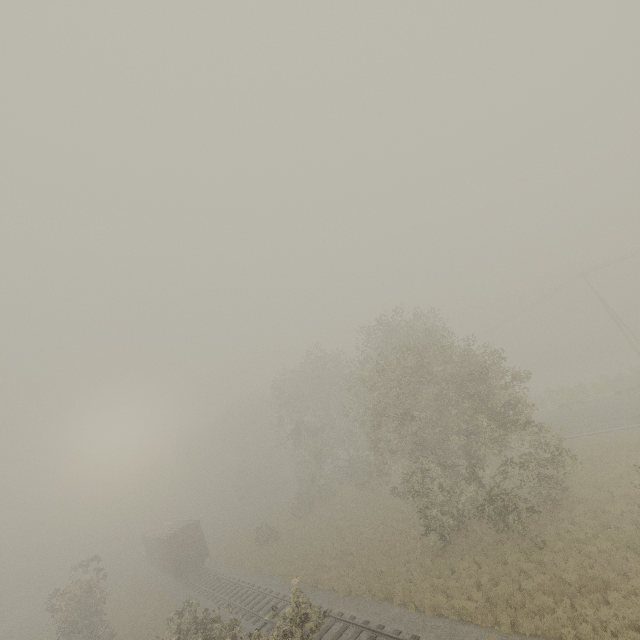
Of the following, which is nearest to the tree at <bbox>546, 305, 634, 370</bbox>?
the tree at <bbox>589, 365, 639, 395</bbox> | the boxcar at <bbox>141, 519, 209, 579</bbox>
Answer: the tree at <bbox>589, 365, 639, 395</bbox>

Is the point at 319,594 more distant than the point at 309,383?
No

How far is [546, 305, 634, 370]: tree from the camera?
48.3m

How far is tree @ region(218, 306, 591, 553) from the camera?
16.8 meters

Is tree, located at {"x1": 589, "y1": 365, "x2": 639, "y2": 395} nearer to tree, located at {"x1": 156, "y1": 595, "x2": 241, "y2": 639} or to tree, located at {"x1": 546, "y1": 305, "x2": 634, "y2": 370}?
tree, located at {"x1": 546, "y1": 305, "x2": 634, "y2": 370}

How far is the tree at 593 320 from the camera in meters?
→ 48.3 m

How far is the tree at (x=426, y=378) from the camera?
16.80m

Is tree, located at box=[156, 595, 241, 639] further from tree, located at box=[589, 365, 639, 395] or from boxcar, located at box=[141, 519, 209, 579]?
→ tree, located at box=[589, 365, 639, 395]
